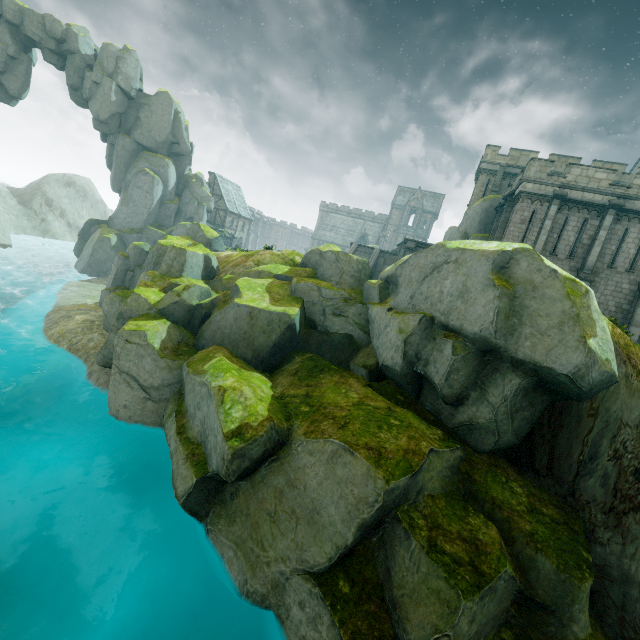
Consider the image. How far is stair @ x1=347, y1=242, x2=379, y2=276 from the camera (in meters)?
34.47

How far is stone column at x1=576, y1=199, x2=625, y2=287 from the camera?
19.0m

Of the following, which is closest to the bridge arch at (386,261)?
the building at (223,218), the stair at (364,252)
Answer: the stair at (364,252)

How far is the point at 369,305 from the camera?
15.79m

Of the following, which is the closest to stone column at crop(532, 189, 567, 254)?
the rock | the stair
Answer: the rock

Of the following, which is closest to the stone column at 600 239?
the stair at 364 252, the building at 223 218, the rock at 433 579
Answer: the rock at 433 579

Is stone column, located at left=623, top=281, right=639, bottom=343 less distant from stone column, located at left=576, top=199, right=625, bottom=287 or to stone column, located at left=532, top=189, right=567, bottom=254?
stone column, located at left=576, top=199, right=625, bottom=287

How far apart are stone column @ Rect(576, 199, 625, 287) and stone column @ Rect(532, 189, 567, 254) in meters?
2.1
